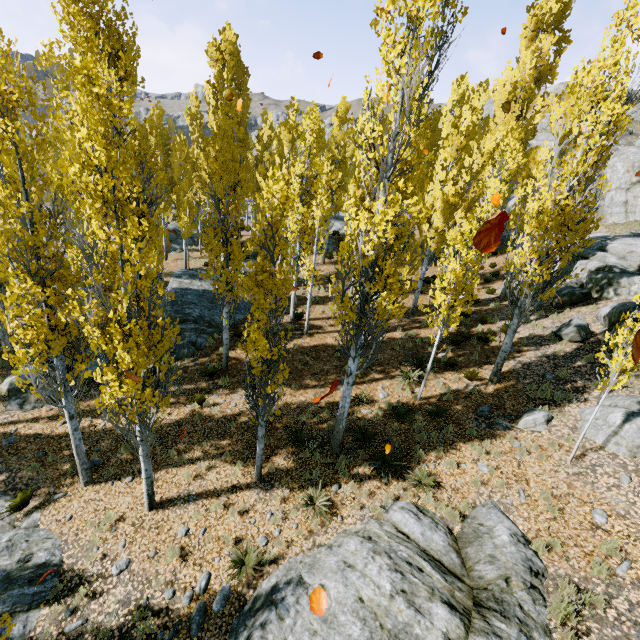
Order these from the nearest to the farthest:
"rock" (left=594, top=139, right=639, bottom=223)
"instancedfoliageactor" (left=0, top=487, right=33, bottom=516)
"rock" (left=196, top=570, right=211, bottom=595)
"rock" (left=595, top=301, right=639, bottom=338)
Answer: "rock" (left=196, top=570, right=211, bottom=595) → "instancedfoliageactor" (left=0, top=487, right=33, bottom=516) → "rock" (left=595, top=301, right=639, bottom=338) → "rock" (left=594, top=139, right=639, bottom=223)

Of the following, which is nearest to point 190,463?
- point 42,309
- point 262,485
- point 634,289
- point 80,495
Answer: point 262,485

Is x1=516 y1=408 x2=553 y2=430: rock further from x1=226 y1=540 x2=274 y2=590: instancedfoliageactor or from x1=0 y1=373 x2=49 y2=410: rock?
x1=0 y1=373 x2=49 y2=410: rock

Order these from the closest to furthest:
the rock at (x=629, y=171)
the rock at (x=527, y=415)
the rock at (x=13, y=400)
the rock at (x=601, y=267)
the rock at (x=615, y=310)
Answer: the rock at (x=527, y=415)
the rock at (x=13, y=400)
the rock at (x=615, y=310)
the rock at (x=601, y=267)
the rock at (x=629, y=171)

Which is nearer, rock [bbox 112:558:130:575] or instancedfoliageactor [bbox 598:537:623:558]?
instancedfoliageactor [bbox 598:537:623:558]

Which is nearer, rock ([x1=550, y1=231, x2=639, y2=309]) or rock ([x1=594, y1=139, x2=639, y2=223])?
rock ([x1=550, y1=231, x2=639, y2=309])

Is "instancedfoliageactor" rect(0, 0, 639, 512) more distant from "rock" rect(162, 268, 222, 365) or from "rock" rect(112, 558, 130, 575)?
"rock" rect(112, 558, 130, 575)

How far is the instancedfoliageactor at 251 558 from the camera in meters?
7.3 m
